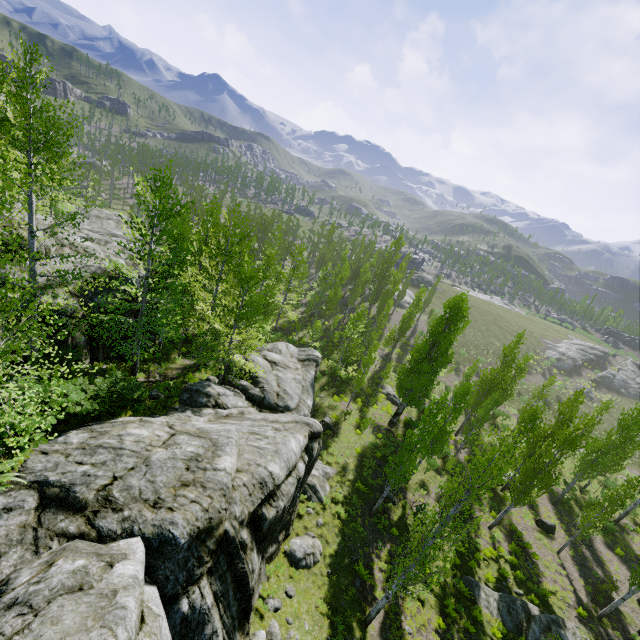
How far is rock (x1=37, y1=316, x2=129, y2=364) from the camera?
14.4m

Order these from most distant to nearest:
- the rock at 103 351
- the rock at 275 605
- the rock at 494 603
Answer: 1. the rock at 494 603
2. the rock at 103 351
3. the rock at 275 605

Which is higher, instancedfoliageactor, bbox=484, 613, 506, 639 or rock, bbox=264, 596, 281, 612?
rock, bbox=264, 596, 281, 612

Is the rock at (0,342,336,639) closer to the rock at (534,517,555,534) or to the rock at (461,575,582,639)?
the rock at (461,575,582,639)

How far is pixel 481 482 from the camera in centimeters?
1856cm

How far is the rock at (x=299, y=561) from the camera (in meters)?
14.73

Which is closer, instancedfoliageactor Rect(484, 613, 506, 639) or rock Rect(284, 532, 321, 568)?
rock Rect(284, 532, 321, 568)
